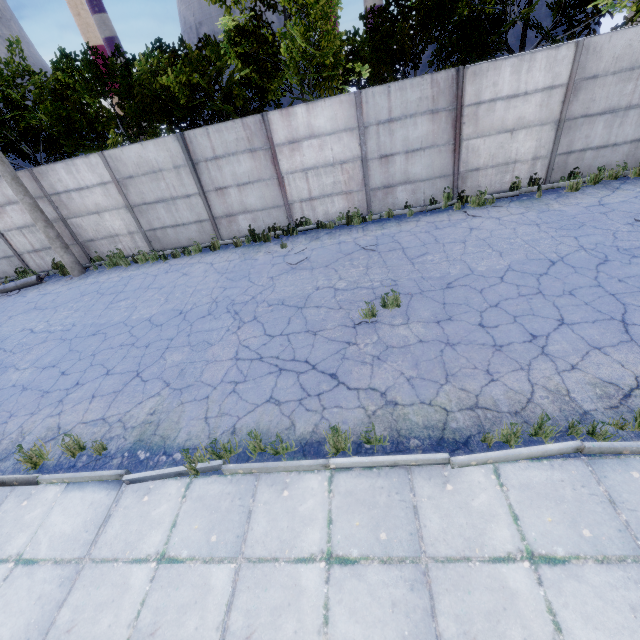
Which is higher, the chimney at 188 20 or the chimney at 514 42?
the chimney at 188 20

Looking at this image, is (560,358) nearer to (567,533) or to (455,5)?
(567,533)

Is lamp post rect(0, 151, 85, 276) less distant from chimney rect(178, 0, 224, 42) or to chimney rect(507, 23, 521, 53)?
chimney rect(178, 0, 224, 42)

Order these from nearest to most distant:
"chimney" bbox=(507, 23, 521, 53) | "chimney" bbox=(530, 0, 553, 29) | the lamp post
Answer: the lamp post
"chimney" bbox=(530, 0, 553, 29)
"chimney" bbox=(507, 23, 521, 53)

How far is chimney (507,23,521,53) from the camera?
53.3m

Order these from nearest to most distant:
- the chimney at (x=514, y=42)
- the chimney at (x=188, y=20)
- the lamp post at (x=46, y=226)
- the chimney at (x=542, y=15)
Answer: the lamp post at (x=46, y=226) < the chimney at (x=542, y=15) < the chimney at (x=514, y=42) < the chimney at (x=188, y=20)

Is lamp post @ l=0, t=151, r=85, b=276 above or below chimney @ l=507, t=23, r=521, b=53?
below

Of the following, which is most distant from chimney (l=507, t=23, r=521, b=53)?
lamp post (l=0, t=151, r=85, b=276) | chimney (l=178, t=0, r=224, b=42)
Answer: lamp post (l=0, t=151, r=85, b=276)
